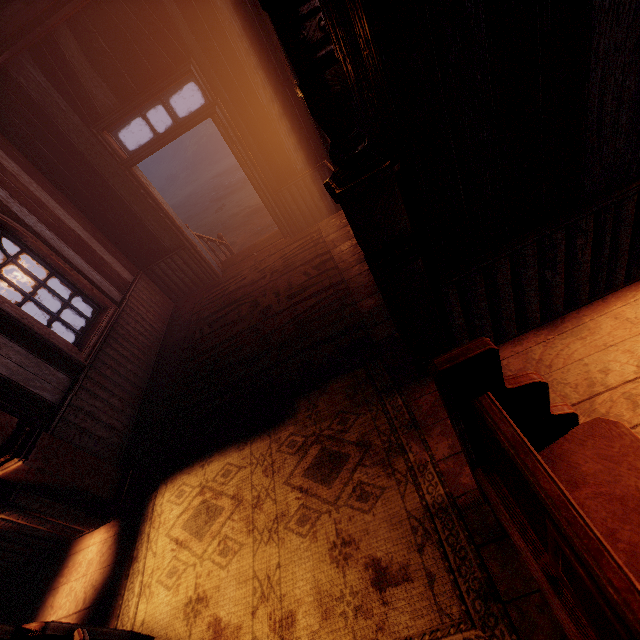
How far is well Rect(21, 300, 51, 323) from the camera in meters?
6.7 m

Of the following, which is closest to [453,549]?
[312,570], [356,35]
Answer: [312,570]

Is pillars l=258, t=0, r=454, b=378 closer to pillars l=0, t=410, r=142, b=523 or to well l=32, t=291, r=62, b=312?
pillars l=0, t=410, r=142, b=523

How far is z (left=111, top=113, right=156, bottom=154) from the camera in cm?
3878

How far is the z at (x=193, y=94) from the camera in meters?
31.4

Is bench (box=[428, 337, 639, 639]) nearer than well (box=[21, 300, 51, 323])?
Yes

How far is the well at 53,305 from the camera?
6.8 meters

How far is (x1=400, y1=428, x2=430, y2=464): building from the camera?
2.17m
